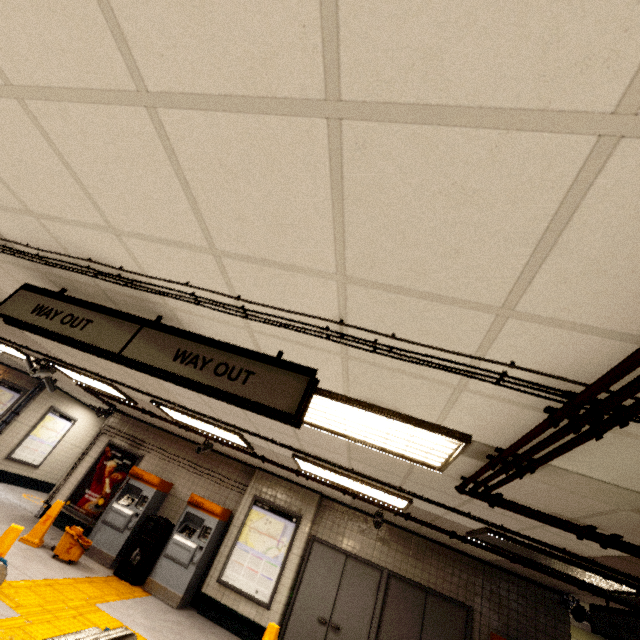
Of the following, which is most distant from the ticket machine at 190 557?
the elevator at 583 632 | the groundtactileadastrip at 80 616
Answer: the elevator at 583 632

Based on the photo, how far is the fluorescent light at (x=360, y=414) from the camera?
2.53m

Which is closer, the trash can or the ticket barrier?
the ticket barrier

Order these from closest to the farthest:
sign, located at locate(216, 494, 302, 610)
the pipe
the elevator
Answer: the pipe
sign, located at locate(216, 494, 302, 610)
the elevator

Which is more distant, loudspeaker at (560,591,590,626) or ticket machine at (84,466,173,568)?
ticket machine at (84,466,173,568)

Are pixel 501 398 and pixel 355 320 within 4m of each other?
yes

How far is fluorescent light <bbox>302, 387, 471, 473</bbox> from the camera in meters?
2.5

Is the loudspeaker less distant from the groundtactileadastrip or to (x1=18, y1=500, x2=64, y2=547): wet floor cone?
the groundtactileadastrip
